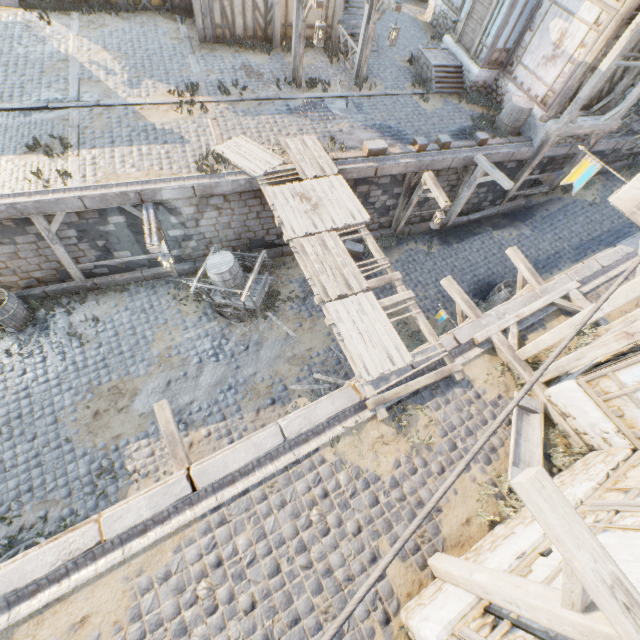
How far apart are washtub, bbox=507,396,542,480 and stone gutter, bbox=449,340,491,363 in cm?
108

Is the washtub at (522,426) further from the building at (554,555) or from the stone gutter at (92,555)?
the stone gutter at (92,555)

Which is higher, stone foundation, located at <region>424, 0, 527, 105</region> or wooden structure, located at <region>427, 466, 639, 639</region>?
wooden structure, located at <region>427, 466, 639, 639</region>

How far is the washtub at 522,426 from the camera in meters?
6.5 m

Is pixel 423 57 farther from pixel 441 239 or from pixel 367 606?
pixel 367 606

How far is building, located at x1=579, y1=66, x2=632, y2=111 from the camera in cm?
1170

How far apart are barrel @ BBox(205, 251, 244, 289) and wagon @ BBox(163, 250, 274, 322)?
0.0m

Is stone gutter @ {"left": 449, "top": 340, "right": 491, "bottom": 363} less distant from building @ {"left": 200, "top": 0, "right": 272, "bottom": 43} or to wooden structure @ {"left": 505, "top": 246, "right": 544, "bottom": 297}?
wooden structure @ {"left": 505, "top": 246, "right": 544, "bottom": 297}
